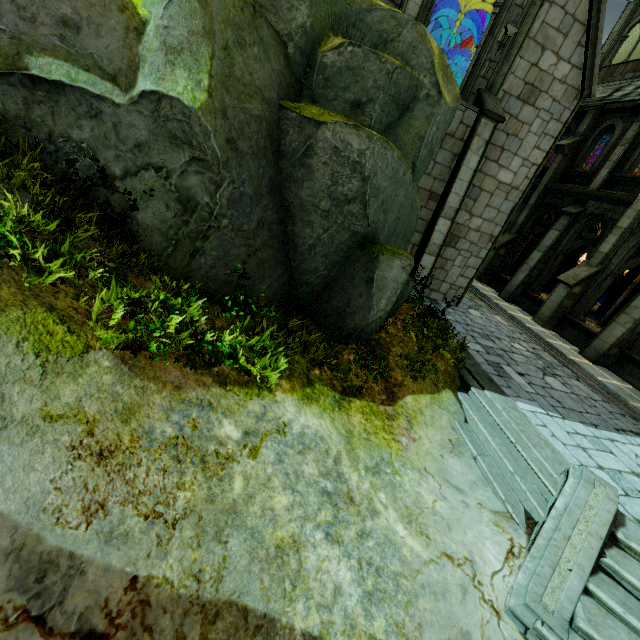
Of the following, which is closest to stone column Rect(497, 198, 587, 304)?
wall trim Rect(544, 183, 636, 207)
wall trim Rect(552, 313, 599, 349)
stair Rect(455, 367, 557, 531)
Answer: wall trim Rect(544, 183, 636, 207)

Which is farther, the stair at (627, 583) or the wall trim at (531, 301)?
the wall trim at (531, 301)

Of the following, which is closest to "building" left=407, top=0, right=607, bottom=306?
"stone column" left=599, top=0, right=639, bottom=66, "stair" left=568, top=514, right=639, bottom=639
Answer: "stair" left=568, top=514, right=639, bottom=639

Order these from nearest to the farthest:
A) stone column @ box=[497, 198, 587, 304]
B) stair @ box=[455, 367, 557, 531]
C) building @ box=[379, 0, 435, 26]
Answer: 1. stair @ box=[455, 367, 557, 531]
2. building @ box=[379, 0, 435, 26]
3. stone column @ box=[497, 198, 587, 304]

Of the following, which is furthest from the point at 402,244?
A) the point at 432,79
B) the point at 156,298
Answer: the point at 156,298

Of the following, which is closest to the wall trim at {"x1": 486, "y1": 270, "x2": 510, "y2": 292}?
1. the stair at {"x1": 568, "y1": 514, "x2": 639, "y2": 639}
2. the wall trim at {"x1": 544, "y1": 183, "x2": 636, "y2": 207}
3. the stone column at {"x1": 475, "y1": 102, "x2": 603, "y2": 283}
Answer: the stone column at {"x1": 475, "y1": 102, "x2": 603, "y2": 283}

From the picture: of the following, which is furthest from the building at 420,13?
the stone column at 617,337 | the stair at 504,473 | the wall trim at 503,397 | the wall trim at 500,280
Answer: the wall trim at 500,280

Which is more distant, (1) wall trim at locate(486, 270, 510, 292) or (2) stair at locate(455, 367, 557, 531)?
(1) wall trim at locate(486, 270, 510, 292)
